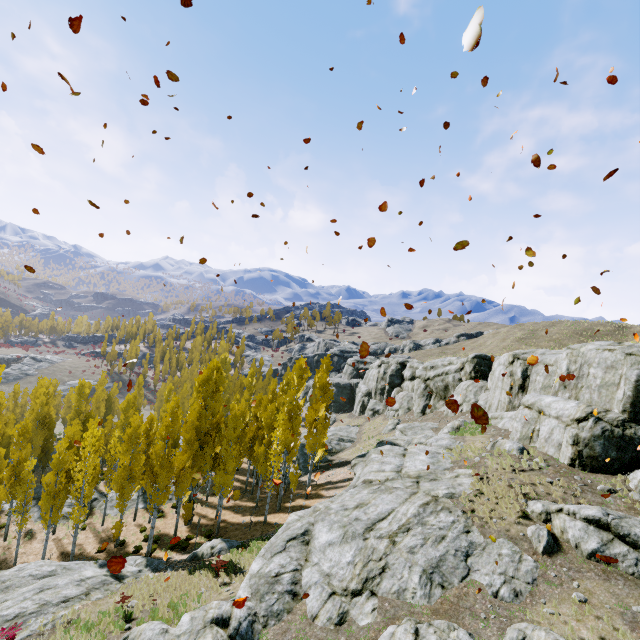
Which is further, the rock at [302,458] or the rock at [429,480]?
the rock at [302,458]

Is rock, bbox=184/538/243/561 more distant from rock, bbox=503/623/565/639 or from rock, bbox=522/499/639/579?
rock, bbox=503/623/565/639

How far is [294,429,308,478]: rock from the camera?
38.6m

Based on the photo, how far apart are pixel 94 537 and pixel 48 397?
24.6m

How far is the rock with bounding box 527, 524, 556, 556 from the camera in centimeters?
1188cm

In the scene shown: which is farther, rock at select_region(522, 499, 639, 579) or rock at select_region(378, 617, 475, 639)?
rock at select_region(522, 499, 639, 579)

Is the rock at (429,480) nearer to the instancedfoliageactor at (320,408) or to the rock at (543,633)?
the rock at (543,633)

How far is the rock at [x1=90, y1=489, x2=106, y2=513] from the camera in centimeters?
3118cm
